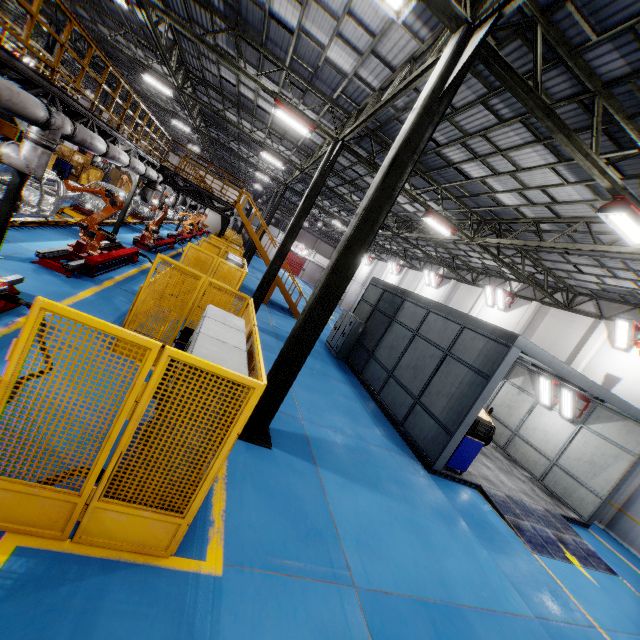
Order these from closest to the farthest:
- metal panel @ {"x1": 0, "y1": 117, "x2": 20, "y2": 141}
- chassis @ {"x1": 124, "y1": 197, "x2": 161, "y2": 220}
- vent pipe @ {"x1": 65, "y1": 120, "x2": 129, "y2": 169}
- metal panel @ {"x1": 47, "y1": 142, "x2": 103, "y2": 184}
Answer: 1. vent pipe @ {"x1": 65, "y1": 120, "x2": 129, "y2": 169}
2. metal panel @ {"x1": 0, "y1": 117, "x2": 20, "y2": 141}
3. chassis @ {"x1": 124, "y1": 197, "x2": 161, "y2": 220}
4. metal panel @ {"x1": 47, "y1": 142, "x2": 103, "y2": 184}

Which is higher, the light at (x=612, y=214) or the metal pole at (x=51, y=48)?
the light at (x=612, y=214)

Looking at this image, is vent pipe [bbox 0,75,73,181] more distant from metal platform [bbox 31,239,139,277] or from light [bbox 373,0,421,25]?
light [bbox 373,0,421,25]

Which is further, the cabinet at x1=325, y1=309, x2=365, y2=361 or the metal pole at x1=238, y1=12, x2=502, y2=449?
the cabinet at x1=325, y1=309, x2=365, y2=361

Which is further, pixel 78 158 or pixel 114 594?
pixel 78 158

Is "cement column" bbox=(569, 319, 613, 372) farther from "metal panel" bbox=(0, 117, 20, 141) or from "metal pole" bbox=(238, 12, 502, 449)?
"metal panel" bbox=(0, 117, 20, 141)

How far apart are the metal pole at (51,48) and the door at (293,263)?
40.2m

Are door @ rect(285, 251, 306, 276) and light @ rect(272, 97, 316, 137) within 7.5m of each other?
no
